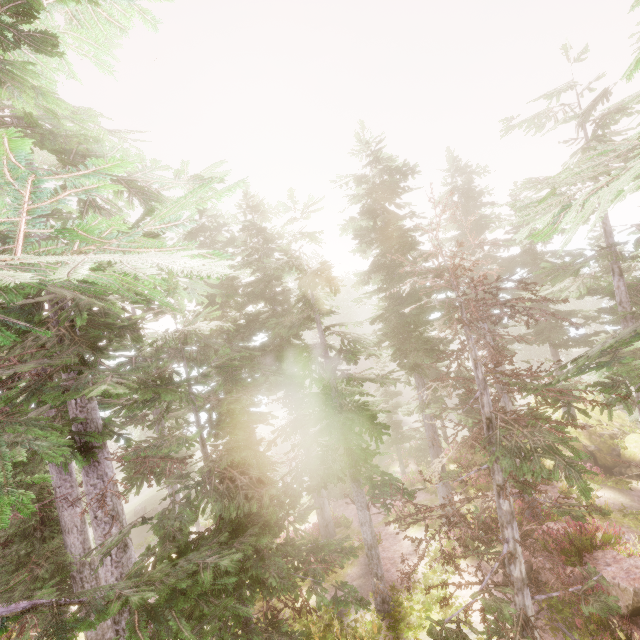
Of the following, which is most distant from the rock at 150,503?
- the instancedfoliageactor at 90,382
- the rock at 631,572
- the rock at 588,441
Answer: the rock at 631,572

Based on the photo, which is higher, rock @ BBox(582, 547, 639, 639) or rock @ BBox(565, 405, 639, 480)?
rock @ BBox(582, 547, 639, 639)

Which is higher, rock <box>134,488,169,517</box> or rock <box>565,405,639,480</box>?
rock <box>565,405,639,480</box>

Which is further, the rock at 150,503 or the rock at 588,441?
the rock at 150,503

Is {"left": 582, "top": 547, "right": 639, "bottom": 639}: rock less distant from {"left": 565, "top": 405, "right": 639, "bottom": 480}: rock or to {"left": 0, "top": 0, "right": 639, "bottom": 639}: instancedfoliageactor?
{"left": 0, "top": 0, "right": 639, "bottom": 639}: instancedfoliageactor

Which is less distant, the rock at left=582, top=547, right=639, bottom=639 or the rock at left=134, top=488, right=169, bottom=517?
the rock at left=582, top=547, right=639, bottom=639

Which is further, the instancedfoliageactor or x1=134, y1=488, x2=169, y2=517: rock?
x1=134, y1=488, x2=169, y2=517: rock

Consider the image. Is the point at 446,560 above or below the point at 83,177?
below
